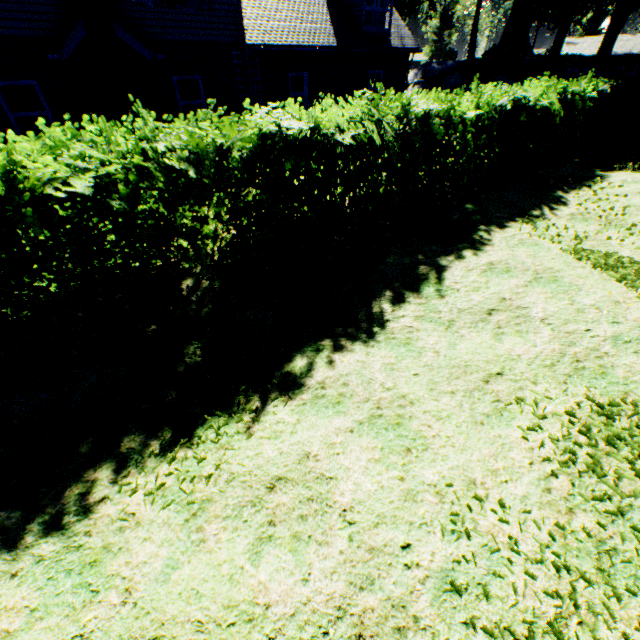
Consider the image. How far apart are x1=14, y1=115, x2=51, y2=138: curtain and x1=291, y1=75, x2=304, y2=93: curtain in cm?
895

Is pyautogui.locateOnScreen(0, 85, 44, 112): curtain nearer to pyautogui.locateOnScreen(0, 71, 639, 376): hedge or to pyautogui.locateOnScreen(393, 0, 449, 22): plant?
pyautogui.locateOnScreen(0, 71, 639, 376): hedge

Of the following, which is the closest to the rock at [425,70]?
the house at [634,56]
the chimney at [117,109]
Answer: the chimney at [117,109]

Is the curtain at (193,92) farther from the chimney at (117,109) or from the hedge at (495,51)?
the hedge at (495,51)

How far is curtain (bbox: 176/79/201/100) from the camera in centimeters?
1173cm

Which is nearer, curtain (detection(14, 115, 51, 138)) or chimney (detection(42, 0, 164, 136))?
chimney (detection(42, 0, 164, 136))

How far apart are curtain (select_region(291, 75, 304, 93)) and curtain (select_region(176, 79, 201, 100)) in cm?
396

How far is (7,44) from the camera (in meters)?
8.67
